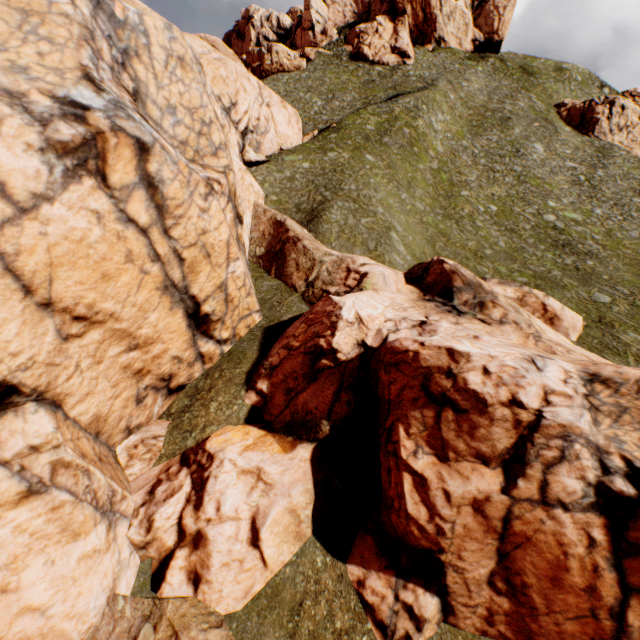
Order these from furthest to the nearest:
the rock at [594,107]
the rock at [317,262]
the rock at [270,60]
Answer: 1. the rock at [270,60]
2. the rock at [594,107]
3. the rock at [317,262]

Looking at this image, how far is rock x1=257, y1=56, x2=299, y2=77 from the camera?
59.0m

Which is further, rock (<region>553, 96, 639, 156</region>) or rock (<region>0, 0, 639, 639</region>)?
rock (<region>553, 96, 639, 156</region>)

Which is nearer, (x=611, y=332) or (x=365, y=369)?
(x=365, y=369)

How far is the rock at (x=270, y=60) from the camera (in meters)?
59.00

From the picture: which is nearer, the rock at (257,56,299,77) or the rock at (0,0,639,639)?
the rock at (0,0,639,639)

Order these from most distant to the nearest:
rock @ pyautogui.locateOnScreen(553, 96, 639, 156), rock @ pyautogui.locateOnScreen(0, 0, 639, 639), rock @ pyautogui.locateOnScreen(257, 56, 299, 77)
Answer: rock @ pyautogui.locateOnScreen(257, 56, 299, 77), rock @ pyautogui.locateOnScreen(553, 96, 639, 156), rock @ pyautogui.locateOnScreen(0, 0, 639, 639)
